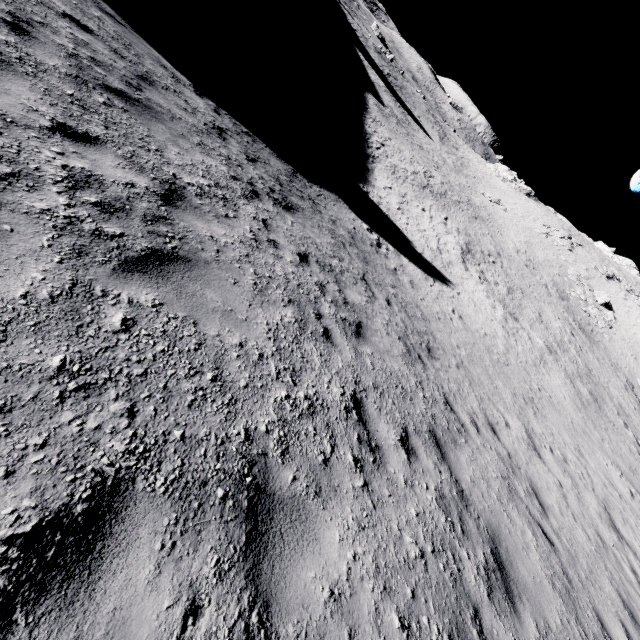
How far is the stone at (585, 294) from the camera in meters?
40.8 m

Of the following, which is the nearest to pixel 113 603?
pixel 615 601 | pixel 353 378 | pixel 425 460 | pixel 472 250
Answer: pixel 353 378

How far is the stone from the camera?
40.8 meters
